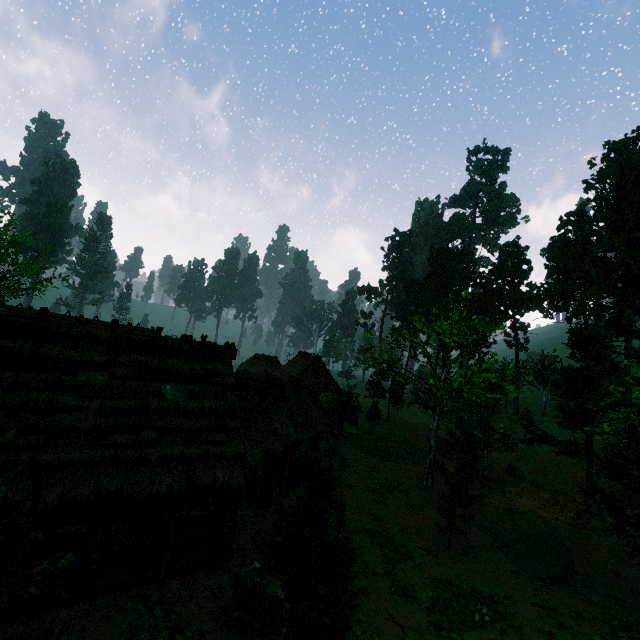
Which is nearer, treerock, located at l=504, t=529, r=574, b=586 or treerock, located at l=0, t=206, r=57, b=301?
treerock, located at l=504, t=529, r=574, b=586

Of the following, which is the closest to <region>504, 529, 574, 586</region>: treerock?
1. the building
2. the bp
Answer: the building

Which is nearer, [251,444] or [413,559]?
[413,559]

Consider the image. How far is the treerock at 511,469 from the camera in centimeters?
2838cm

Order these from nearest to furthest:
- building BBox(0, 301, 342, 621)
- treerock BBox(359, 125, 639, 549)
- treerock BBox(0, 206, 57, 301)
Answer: building BBox(0, 301, 342, 621)
treerock BBox(359, 125, 639, 549)
treerock BBox(0, 206, 57, 301)

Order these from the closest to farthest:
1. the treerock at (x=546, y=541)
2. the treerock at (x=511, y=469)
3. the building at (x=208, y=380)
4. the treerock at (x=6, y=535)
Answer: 1. the treerock at (x=6, y=535)
2. the building at (x=208, y=380)
3. the treerock at (x=546, y=541)
4. the treerock at (x=511, y=469)
